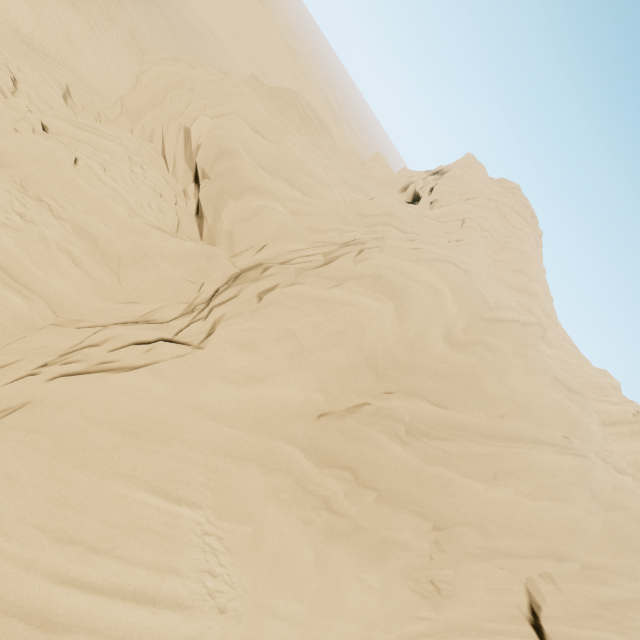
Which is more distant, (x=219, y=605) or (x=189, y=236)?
(x=189, y=236)
